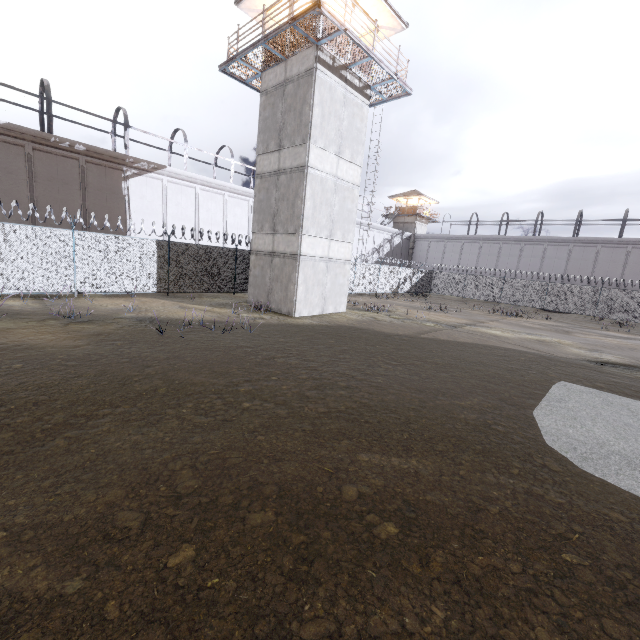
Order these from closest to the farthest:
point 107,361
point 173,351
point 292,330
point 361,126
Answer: point 107,361
point 173,351
point 292,330
point 361,126

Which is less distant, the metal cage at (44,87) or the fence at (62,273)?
the fence at (62,273)

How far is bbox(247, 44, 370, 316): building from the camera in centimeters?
1459cm

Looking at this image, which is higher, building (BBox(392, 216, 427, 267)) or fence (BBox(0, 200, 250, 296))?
building (BBox(392, 216, 427, 267))

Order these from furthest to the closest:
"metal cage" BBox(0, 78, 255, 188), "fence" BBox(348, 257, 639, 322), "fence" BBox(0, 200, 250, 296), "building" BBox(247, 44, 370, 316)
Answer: "fence" BBox(348, 257, 639, 322) → "metal cage" BBox(0, 78, 255, 188) → "building" BBox(247, 44, 370, 316) → "fence" BBox(0, 200, 250, 296)

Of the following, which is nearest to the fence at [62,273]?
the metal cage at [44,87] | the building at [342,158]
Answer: the building at [342,158]

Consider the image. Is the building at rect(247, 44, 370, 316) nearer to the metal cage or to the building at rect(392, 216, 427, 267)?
the metal cage

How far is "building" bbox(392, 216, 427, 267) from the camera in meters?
50.2 m
